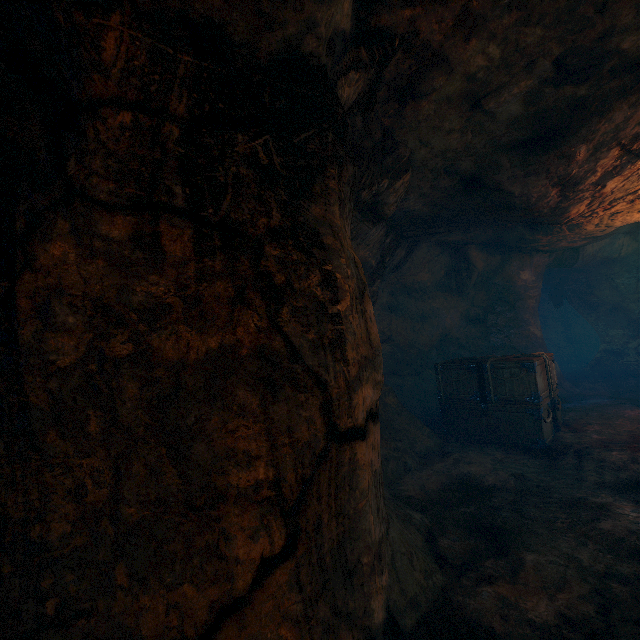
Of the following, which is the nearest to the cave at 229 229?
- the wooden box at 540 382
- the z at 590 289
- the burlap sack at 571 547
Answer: the burlap sack at 571 547

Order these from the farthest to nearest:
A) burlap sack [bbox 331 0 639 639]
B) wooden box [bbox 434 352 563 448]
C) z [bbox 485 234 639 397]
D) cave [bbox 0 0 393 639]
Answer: z [bbox 485 234 639 397] < wooden box [bbox 434 352 563 448] < burlap sack [bbox 331 0 639 639] < cave [bbox 0 0 393 639]

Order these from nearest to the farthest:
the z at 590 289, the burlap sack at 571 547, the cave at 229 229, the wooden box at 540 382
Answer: the cave at 229 229 → the burlap sack at 571 547 → the wooden box at 540 382 → the z at 590 289

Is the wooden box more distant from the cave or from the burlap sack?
the cave

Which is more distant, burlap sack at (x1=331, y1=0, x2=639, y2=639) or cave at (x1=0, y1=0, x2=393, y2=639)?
burlap sack at (x1=331, y1=0, x2=639, y2=639)

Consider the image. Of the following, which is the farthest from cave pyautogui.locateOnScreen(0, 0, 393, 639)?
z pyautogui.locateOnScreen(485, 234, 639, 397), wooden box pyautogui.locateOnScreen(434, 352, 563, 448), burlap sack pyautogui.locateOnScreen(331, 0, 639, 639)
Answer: z pyautogui.locateOnScreen(485, 234, 639, 397)

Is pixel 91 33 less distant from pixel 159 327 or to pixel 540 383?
pixel 159 327

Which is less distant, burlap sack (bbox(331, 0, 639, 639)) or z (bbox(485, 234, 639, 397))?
burlap sack (bbox(331, 0, 639, 639))
